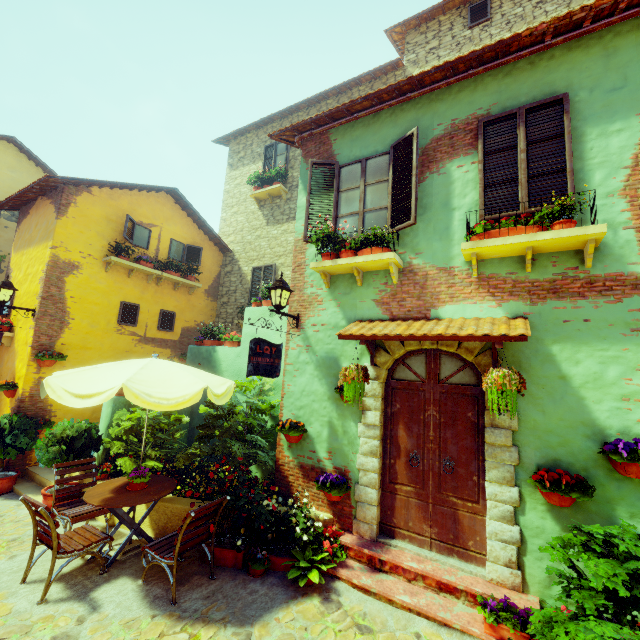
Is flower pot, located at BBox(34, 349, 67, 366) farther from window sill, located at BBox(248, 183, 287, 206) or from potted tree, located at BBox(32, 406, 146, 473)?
window sill, located at BBox(248, 183, 287, 206)

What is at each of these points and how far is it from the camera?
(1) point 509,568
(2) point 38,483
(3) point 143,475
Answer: (1) stone doorway, 3.9m
(2) stair, 7.2m
(3) flower pot, 4.9m

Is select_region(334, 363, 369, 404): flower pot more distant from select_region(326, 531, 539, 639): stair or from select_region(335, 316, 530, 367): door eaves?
select_region(326, 531, 539, 639): stair

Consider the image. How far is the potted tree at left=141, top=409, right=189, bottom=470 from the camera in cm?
605

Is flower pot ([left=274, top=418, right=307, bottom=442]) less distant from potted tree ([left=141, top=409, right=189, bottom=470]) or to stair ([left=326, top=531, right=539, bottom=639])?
potted tree ([left=141, top=409, right=189, bottom=470])

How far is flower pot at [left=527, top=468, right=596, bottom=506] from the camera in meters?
3.5 m

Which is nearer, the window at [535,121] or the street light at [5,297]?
the window at [535,121]

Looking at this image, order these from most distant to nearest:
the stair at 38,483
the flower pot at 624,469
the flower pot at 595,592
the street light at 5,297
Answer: the street light at 5,297 < the stair at 38,483 < the flower pot at 624,469 < the flower pot at 595,592
